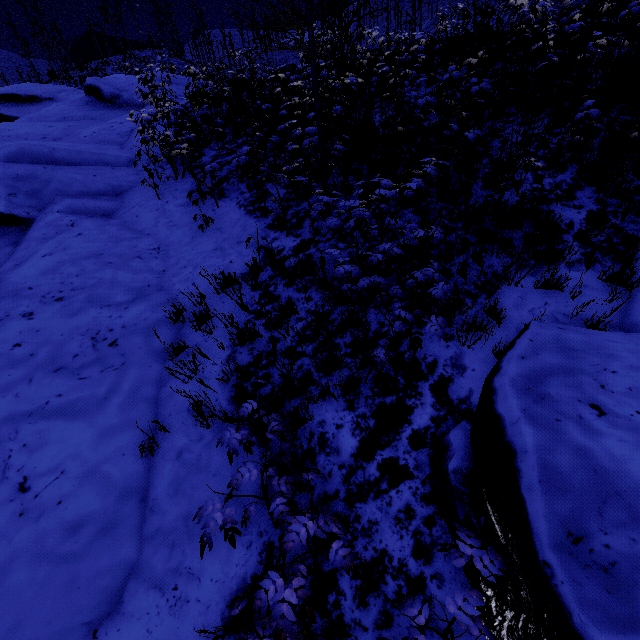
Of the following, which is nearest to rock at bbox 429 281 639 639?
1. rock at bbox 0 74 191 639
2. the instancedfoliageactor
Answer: the instancedfoliageactor

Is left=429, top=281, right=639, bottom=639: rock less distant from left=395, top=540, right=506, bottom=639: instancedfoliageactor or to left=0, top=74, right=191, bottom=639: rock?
left=395, top=540, right=506, bottom=639: instancedfoliageactor

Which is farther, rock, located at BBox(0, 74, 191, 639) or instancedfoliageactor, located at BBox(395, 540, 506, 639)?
rock, located at BBox(0, 74, 191, 639)

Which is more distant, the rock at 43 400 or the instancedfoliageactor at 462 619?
the rock at 43 400

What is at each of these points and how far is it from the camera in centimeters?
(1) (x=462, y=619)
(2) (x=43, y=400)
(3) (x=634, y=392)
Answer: (1) instancedfoliageactor, 161cm
(2) rock, 360cm
(3) rock, 214cm

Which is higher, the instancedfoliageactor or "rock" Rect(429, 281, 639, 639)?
the instancedfoliageactor

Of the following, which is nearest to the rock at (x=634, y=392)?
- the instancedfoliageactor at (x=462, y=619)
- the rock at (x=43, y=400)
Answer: the instancedfoliageactor at (x=462, y=619)
